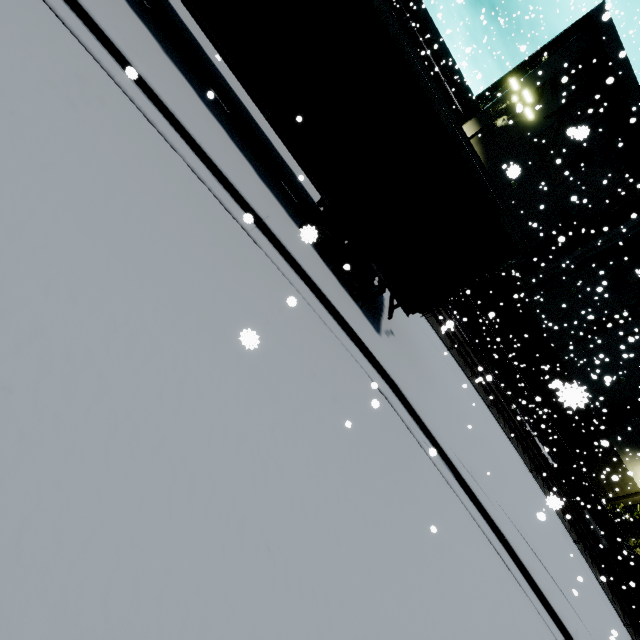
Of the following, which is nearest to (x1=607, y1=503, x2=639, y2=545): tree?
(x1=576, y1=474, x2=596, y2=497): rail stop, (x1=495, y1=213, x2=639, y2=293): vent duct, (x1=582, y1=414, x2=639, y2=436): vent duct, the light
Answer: (x1=582, y1=414, x2=639, y2=436): vent duct

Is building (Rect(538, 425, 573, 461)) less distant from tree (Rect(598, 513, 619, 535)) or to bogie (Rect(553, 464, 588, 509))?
tree (Rect(598, 513, 619, 535))

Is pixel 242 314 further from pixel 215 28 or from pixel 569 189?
pixel 569 189

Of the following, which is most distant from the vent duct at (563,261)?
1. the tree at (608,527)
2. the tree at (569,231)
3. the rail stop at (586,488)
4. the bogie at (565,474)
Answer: the tree at (608,527)

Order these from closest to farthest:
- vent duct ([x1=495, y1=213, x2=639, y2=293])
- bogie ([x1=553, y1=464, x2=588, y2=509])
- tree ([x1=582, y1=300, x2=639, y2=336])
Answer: vent duct ([x1=495, y1=213, x2=639, y2=293]) → bogie ([x1=553, y1=464, x2=588, y2=509]) → tree ([x1=582, y1=300, x2=639, y2=336])

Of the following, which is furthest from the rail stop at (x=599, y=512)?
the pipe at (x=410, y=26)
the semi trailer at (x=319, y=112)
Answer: the pipe at (x=410, y=26)

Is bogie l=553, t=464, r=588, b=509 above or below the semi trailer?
below

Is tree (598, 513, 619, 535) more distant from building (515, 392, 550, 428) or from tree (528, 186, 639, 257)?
building (515, 392, 550, 428)
